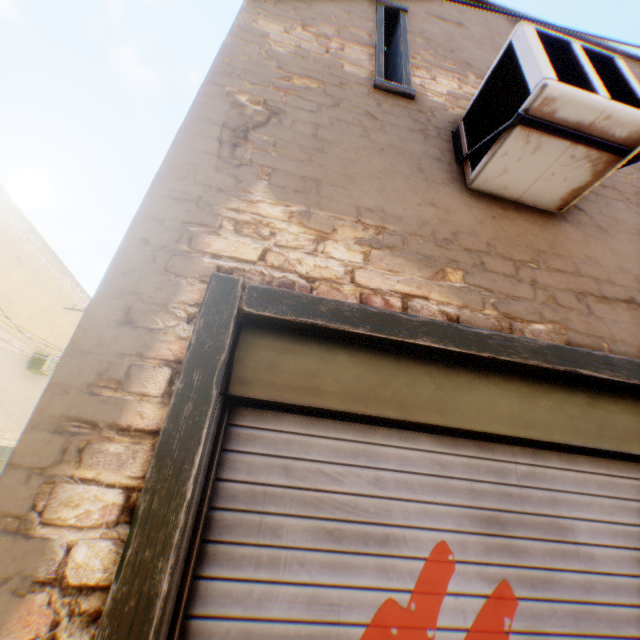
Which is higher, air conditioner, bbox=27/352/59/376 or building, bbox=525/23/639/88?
building, bbox=525/23/639/88

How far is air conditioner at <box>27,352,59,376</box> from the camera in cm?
1463

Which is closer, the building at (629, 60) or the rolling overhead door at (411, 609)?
the rolling overhead door at (411, 609)

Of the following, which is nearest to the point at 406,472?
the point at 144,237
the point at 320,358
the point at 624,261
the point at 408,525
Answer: the point at 408,525

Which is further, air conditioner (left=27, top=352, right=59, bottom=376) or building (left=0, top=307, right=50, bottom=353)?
air conditioner (left=27, top=352, right=59, bottom=376)

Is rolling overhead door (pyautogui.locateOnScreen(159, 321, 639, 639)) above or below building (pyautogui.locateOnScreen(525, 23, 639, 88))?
below

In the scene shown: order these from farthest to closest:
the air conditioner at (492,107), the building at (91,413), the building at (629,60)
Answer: the building at (629,60)
the air conditioner at (492,107)
the building at (91,413)

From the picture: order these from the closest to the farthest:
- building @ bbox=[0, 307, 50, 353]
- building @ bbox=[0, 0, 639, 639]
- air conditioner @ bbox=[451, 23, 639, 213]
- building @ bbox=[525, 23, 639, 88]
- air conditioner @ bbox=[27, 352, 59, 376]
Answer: building @ bbox=[0, 0, 639, 639] < air conditioner @ bbox=[451, 23, 639, 213] < building @ bbox=[525, 23, 639, 88] < building @ bbox=[0, 307, 50, 353] < air conditioner @ bbox=[27, 352, 59, 376]
